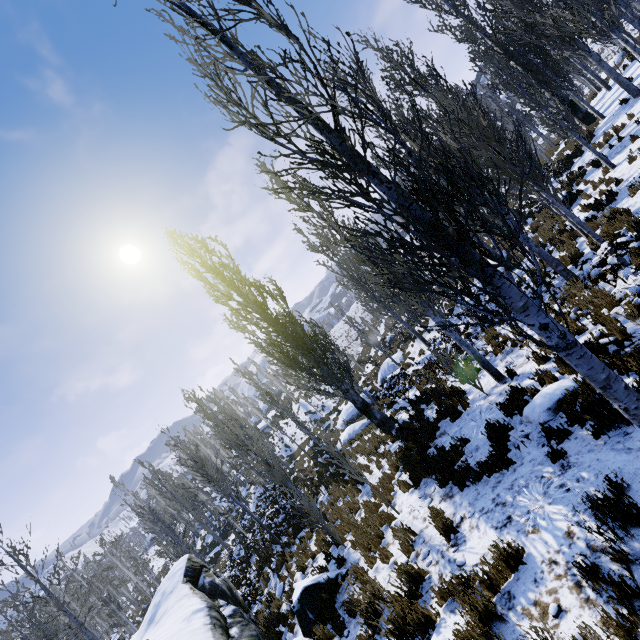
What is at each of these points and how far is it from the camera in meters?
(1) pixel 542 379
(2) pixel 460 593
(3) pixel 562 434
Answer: (1) instancedfoliageactor, 6.9
(2) instancedfoliageactor, 4.1
(3) instancedfoliageactor, 5.0

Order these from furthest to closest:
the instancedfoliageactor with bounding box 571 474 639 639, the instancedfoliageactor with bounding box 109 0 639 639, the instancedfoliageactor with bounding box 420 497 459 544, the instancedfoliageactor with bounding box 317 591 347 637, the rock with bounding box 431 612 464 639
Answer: the instancedfoliageactor with bounding box 317 591 347 637 → the instancedfoliageactor with bounding box 420 497 459 544 → the rock with bounding box 431 612 464 639 → the instancedfoliageactor with bounding box 109 0 639 639 → the instancedfoliageactor with bounding box 571 474 639 639

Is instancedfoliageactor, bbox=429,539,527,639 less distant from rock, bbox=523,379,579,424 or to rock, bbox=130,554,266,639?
rock, bbox=130,554,266,639

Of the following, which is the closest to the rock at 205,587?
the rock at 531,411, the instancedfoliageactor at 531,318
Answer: the instancedfoliageactor at 531,318

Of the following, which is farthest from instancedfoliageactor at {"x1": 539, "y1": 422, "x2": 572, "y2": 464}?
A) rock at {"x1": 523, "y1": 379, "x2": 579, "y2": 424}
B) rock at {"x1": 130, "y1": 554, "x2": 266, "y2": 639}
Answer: rock at {"x1": 523, "y1": 379, "x2": 579, "y2": 424}

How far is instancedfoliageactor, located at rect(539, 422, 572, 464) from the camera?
4.8 meters

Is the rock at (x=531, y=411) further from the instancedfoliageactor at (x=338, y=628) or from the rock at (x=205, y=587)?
the rock at (x=205, y=587)
